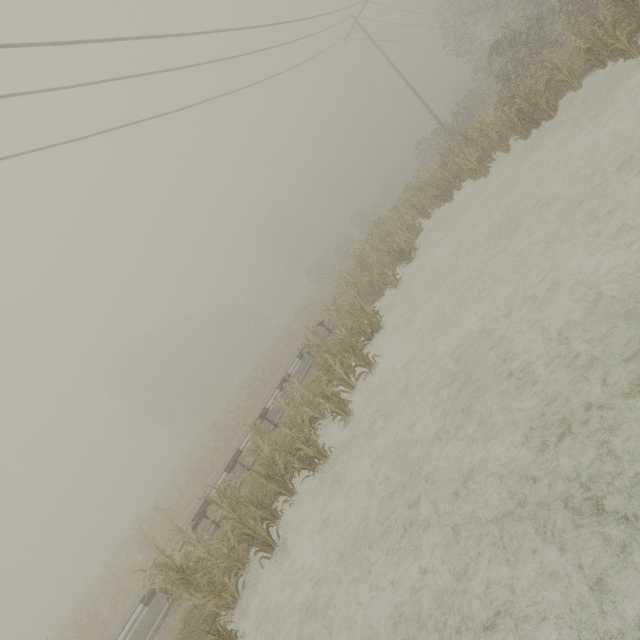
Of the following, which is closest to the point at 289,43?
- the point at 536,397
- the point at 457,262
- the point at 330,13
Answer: the point at 330,13
